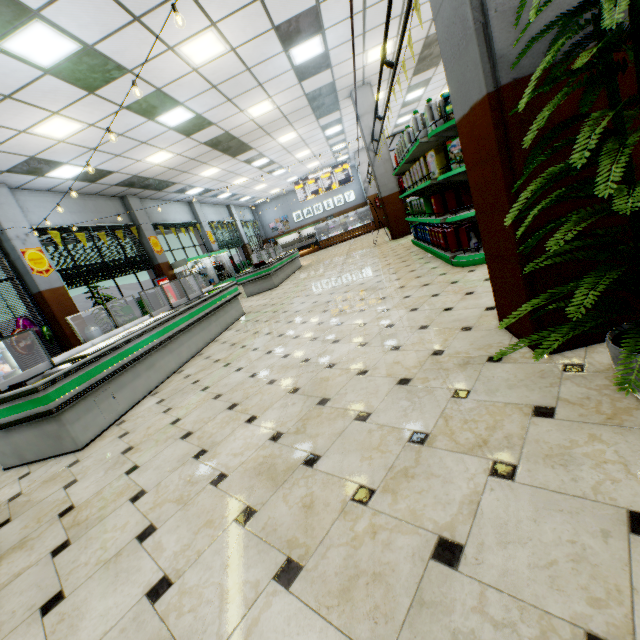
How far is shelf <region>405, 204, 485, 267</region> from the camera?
4.5m

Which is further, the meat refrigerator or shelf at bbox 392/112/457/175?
shelf at bbox 392/112/457/175

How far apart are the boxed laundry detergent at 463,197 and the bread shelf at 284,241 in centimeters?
2132cm

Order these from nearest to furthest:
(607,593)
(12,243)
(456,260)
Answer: (607,593) → (456,260) → (12,243)

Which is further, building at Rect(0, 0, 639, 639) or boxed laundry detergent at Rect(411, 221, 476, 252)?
boxed laundry detergent at Rect(411, 221, 476, 252)

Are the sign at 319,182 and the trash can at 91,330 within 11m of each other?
no

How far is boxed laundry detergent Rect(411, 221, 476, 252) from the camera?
4.97m
